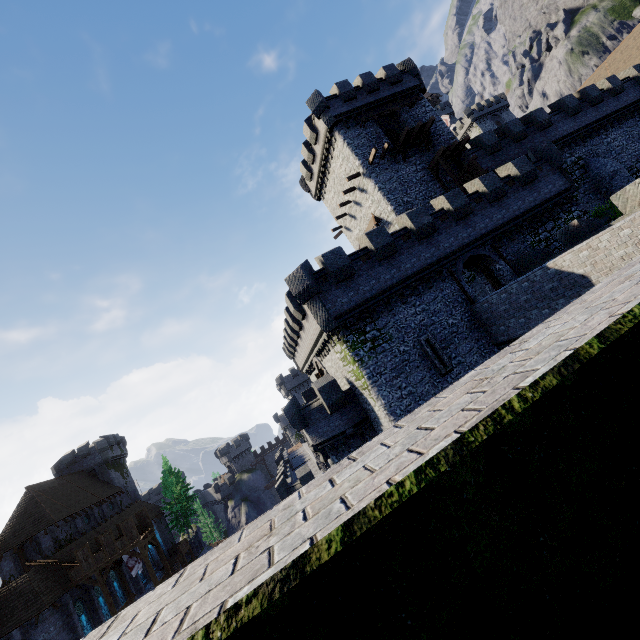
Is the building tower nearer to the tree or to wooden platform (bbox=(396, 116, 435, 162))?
wooden platform (bbox=(396, 116, 435, 162))

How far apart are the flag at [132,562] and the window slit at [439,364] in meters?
33.4

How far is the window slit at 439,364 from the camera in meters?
17.7 m

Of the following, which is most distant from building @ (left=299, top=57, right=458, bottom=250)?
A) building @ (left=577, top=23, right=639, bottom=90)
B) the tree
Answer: the tree

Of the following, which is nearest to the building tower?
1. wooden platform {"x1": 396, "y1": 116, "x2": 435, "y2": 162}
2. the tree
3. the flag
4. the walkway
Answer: wooden platform {"x1": 396, "y1": 116, "x2": 435, "y2": 162}

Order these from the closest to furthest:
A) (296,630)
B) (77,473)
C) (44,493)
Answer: (296,630), (44,493), (77,473)

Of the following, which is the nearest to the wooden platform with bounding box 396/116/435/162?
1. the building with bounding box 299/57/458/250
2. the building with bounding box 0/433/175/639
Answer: the building with bounding box 299/57/458/250

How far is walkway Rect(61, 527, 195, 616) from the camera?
28.1m
